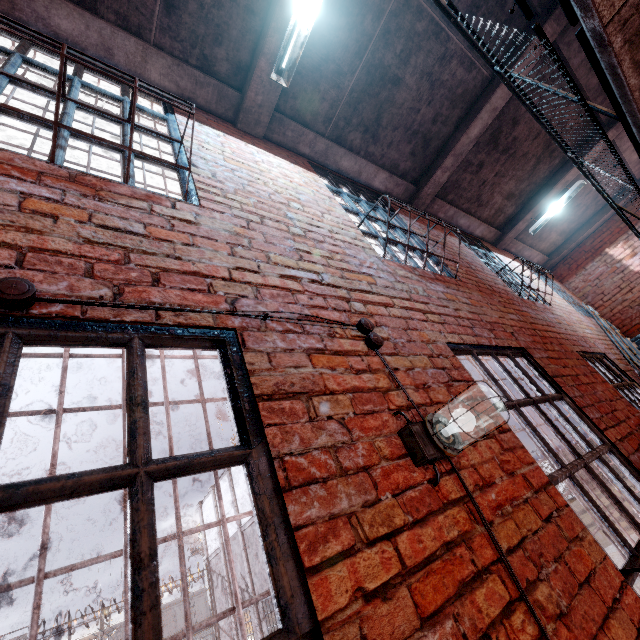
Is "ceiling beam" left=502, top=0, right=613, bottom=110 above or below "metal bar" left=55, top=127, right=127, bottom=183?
above

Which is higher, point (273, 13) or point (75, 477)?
point (273, 13)

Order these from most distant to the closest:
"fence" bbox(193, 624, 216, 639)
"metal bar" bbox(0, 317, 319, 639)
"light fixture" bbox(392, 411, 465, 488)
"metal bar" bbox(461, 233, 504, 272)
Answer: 1. "fence" bbox(193, 624, 216, 639)
2. "metal bar" bbox(461, 233, 504, 272)
3. "light fixture" bbox(392, 411, 465, 488)
4. "metal bar" bbox(0, 317, 319, 639)

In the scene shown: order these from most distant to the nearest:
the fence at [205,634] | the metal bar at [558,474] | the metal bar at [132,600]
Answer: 1. the fence at [205,634]
2. the metal bar at [558,474]
3. the metal bar at [132,600]

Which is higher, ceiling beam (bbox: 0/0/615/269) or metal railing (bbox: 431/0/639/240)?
ceiling beam (bbox: 0/0/615/269)

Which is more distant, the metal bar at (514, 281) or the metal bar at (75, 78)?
the metal bar at (514, 281)

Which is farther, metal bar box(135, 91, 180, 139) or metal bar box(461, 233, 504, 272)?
metal bar box(461, 233, 504, 272)

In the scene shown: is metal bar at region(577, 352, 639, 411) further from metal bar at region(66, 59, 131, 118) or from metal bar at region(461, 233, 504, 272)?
metal bar at region(66, 59, 131, 118)
